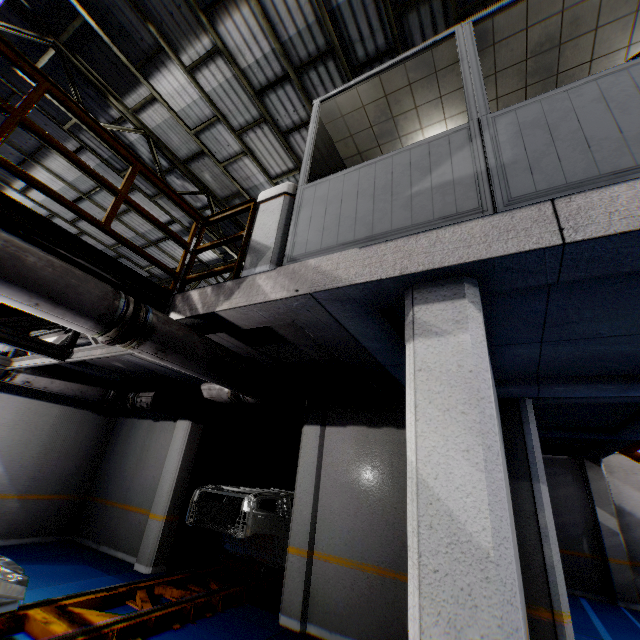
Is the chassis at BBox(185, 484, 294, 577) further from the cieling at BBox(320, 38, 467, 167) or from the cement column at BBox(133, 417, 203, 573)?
the cieling at BBox(320, 38, 467, 167)

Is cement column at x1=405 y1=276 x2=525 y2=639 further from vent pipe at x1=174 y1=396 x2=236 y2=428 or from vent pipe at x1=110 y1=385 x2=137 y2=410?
vent pipe at x1=110 y1=385 x2=137 y2=410

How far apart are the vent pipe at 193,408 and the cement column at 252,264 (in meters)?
5.09

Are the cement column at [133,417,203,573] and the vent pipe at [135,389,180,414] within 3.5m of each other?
yes

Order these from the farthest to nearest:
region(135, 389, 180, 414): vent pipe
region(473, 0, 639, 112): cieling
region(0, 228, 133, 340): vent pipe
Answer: region(135, 389, 180, 414): vent pipe
region(473, 0, 639, 112): cieling
region(0, 228, 133, 340): vent pipe

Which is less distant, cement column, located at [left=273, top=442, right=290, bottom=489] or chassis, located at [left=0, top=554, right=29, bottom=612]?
chassis, located at [left=0, top=554, right=29, bottom=612]

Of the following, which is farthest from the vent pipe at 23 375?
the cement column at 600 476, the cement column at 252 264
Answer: the cement column at 600 476

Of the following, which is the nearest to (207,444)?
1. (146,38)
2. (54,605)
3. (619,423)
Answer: (54,605)
